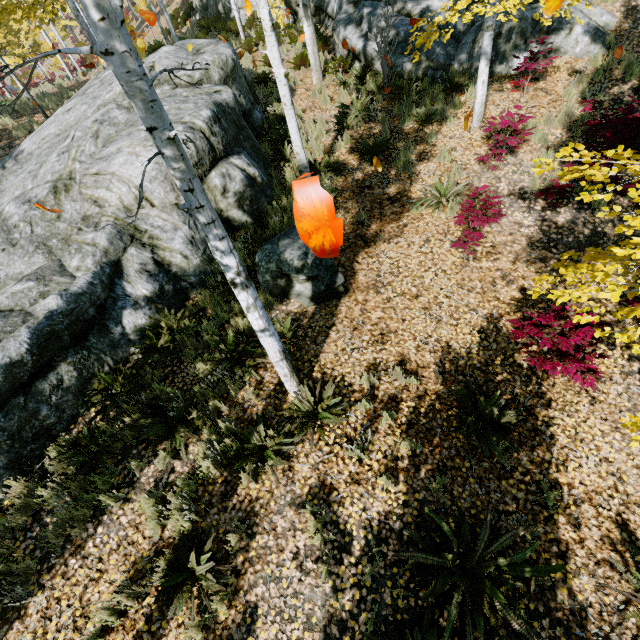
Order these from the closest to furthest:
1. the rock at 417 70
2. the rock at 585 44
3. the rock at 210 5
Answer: the rock at 585 44, the rock at 417 70, the rock at 210 5

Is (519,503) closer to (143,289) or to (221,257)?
(221,257)

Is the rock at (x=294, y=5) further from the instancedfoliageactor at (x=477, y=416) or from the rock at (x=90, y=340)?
the instancedfoliageactor at (x=477, y=416)

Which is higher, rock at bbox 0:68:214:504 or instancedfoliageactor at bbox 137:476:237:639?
rock at bbox 0:68:214:504

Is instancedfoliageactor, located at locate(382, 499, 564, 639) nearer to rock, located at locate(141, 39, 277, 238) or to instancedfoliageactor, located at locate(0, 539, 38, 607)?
instancedfoliageactor, located at locate(0, 539, 38, 607)

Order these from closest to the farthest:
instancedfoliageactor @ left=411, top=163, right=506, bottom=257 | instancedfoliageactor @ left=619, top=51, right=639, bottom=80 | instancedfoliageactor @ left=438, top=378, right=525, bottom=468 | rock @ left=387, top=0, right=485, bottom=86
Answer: instancedfoliageactor @ left=438, top=378, right=525, bottom=468 < instancedfoliageactor @ left=411, top=163, right=506, bottom=257 < instancedfoliageactor @ left=619, top=51, right=639, bottom=80 < rock @ left=387, top=0, right=485, bottom=86

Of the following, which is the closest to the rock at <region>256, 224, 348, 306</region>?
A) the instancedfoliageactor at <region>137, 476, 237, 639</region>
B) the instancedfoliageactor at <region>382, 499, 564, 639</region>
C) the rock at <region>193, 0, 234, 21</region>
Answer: the instancedfoliageactor at <region>137, 476, 237, 639</region>

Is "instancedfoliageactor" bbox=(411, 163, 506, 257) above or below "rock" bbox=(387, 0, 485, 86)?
below
